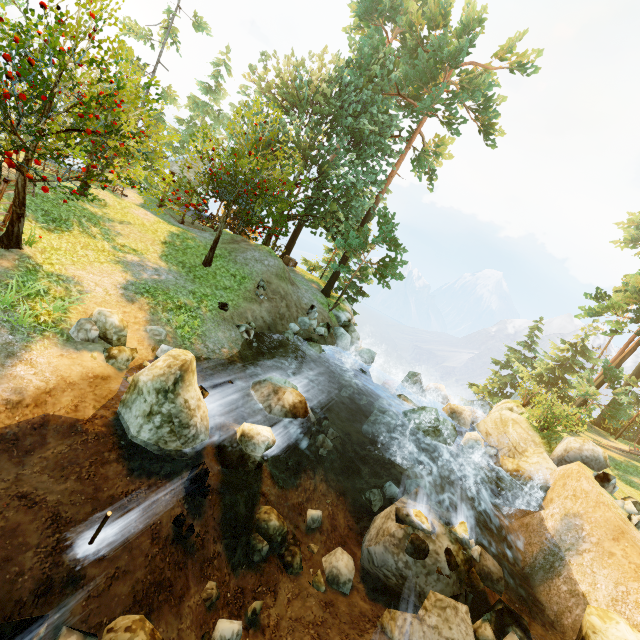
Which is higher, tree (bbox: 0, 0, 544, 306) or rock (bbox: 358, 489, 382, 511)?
tree (bbox: 0, 0, 544, 306)

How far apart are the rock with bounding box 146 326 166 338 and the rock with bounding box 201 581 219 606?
6.56m

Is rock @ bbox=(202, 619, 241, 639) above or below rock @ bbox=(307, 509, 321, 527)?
above

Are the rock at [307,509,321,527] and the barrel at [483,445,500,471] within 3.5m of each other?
no

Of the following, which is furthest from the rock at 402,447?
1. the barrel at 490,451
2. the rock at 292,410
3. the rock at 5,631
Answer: the rock at 5,631

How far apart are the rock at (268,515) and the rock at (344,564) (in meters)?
0.25

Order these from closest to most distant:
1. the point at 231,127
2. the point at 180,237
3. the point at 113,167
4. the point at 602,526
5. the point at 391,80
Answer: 1. the point at 113,167
2. the point at 602,526
3. the point at 180,237
4. the point at 391,80
5. the point at 231,127

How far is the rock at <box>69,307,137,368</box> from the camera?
7.9m
